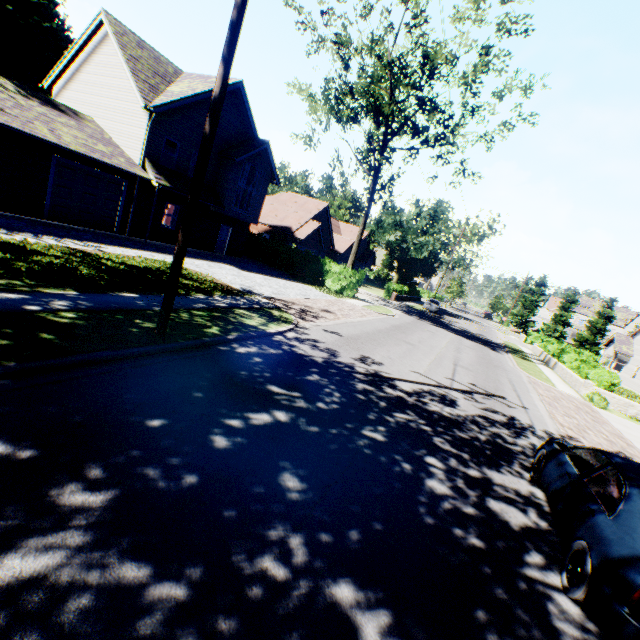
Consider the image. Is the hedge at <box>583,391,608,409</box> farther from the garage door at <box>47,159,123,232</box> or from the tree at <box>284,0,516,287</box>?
the garage door at <box>47,159,123,232</box>

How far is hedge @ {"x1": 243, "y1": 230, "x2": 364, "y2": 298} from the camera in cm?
2595

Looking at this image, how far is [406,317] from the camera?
26.9 meters

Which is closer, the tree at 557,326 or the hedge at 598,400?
the hedge at 598,400

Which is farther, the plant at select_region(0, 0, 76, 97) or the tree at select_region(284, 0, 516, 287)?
the plant at select_region(0, 0, 76, 97)

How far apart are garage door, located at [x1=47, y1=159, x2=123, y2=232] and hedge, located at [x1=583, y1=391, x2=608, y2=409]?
28.0 meters

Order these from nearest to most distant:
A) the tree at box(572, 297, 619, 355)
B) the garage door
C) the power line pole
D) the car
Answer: the car → the power line pole → the garage door → the tree at box(572, 297, 619, 355)

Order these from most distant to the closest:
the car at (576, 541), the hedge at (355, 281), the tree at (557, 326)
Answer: the tree at (557, 326), the hedge at (355, 281), the car at (576, 541)
